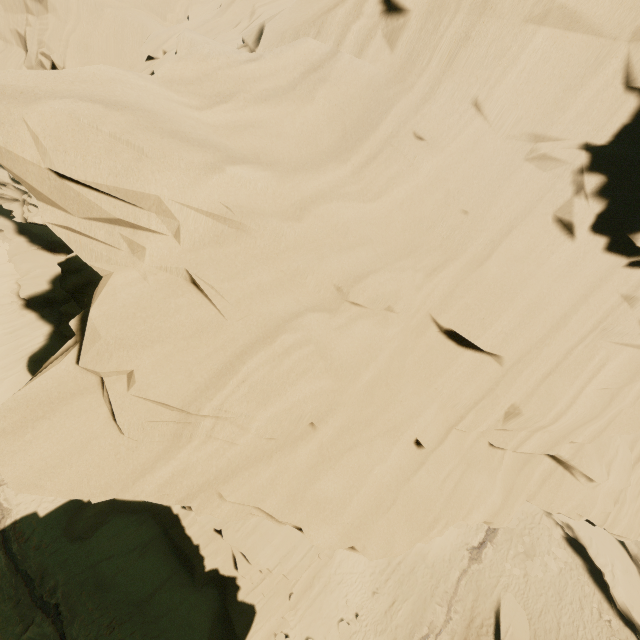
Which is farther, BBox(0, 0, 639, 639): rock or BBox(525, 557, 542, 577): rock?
BBox(525, 557, 542, 577): rock

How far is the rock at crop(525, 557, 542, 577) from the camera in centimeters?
2233cm

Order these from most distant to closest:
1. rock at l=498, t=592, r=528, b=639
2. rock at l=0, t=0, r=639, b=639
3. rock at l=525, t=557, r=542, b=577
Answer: rock at l=525, t=557, r=542, b=577, rock at l=498, t=592, r=528, b=639, rock at l=0, t=0, r=639, b=639

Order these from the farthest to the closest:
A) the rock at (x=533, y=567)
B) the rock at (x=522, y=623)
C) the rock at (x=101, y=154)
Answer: the rock at (x=533, y=567), the rock at (x=522, y=623), the rock at (x=101, y=154)

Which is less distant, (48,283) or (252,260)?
(252,260)

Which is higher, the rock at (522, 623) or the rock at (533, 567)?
the rock at (533, 567)

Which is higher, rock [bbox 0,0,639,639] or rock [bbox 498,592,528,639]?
rock [bbox 0,0,639,639]
